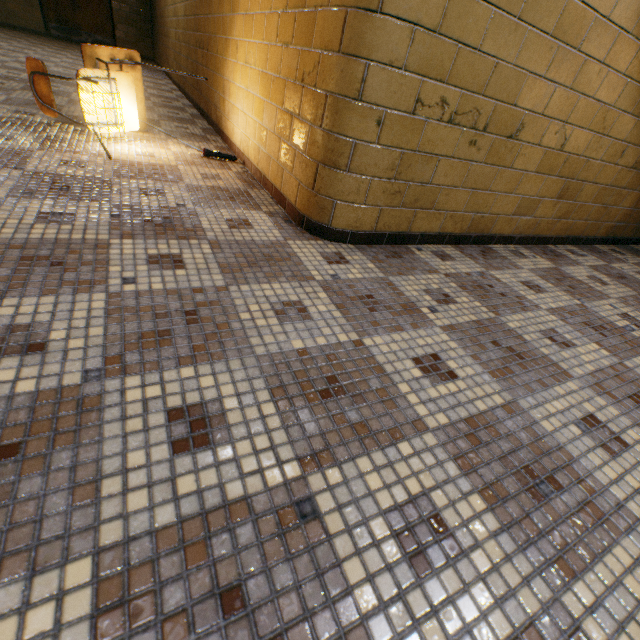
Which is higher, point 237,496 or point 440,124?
point 440,124

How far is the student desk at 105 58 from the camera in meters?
2.1 m

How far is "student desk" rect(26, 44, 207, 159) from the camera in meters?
2.1

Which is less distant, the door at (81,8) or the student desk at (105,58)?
the student desk at (105,58)

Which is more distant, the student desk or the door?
the door
